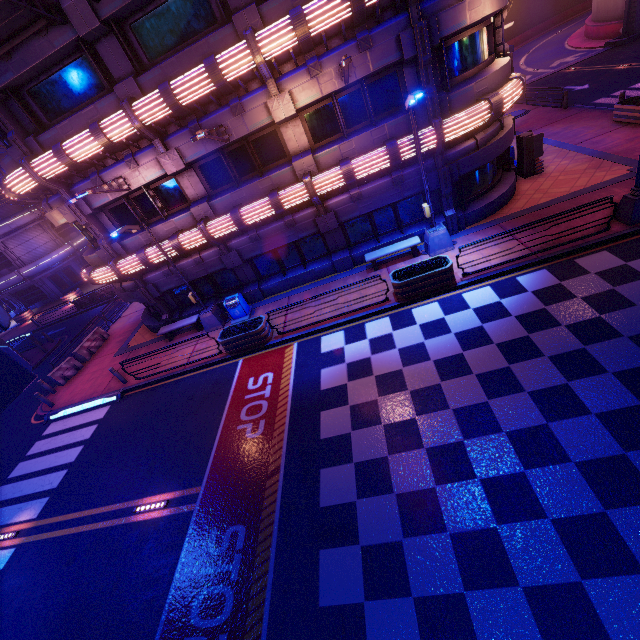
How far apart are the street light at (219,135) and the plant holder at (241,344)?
6.8 meters

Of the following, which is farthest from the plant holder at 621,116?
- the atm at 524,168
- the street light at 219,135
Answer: the street light at 219,135

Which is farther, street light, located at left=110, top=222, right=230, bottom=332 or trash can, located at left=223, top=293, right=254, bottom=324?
trash can, located at left=223, top=293, right=254, bottom=324

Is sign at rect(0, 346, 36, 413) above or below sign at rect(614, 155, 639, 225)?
above

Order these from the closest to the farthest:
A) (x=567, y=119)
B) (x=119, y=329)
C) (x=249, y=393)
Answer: (x=249, y=393) → (x=567, y=119) → (x=119, y=329)

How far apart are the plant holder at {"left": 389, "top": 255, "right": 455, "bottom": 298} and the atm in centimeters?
827cm

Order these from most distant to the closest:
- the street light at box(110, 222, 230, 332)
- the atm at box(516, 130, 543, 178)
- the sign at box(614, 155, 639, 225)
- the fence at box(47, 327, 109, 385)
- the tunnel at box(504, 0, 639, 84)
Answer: the tunnel at box(504, 0, 639, 84)
the fence at box(47, 327, 109, 385)
the atm at box(516, 130, 543, 178)
the street light at box(110, 222, 230, 332)
the sign at box(614, 155, 639, 225)

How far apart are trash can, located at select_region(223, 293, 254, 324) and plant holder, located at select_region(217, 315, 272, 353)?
1.2 meters
